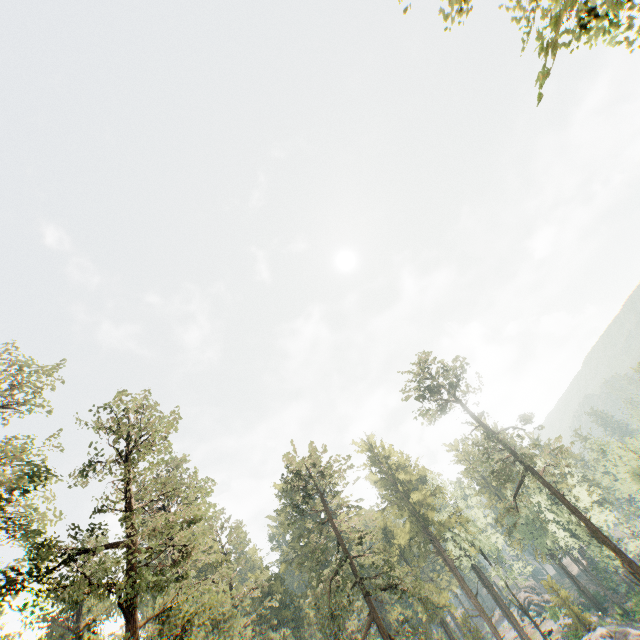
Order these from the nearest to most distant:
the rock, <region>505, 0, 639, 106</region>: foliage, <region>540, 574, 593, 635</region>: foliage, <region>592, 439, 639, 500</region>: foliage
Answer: <region>505, 0, 639, 106</region>: foliage → the rock → <region>540, 574, 593, 635</region>: foliage → <region>592, 439, 639, 500</region>: foliage

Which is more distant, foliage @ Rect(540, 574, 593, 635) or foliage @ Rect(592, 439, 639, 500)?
foliage @ Rect(592, 439, 639, 500)

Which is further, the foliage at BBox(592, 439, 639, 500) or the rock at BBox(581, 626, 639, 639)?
the foliage at BBox(592, 439, 639, 500)

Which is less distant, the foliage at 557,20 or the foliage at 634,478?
the foliage at 557,20

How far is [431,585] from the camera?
47.9 meters

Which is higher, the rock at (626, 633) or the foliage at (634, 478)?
the foliage at (634, 478)
